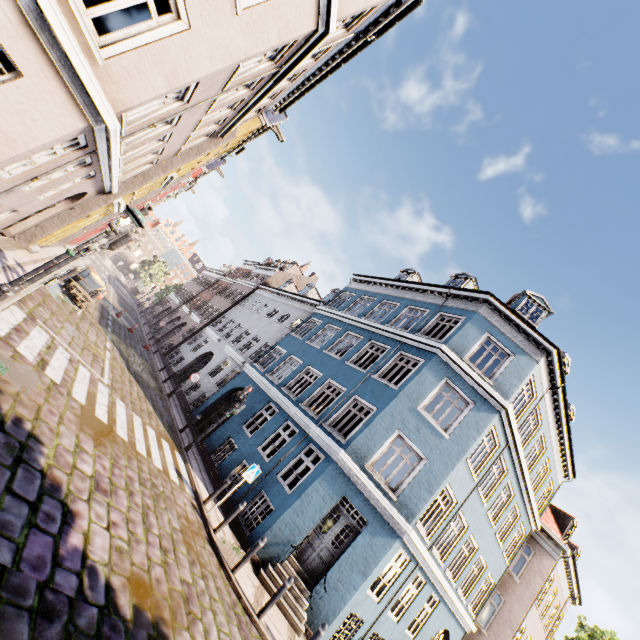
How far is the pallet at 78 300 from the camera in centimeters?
1441cm

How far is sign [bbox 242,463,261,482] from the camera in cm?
1026

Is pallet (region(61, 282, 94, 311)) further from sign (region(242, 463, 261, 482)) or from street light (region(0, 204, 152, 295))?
sign (region(242, 463, 261, 482))

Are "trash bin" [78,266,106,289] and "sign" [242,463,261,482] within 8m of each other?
no

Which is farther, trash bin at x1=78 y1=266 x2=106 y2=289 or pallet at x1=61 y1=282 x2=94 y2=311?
trash bin at x1=78 y1=266 x2=106 y2=289

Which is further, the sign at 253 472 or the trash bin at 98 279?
the trash bin at 98 279

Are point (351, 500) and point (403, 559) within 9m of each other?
yes

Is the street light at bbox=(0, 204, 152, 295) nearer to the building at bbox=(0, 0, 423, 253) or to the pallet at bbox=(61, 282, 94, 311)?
the building at bbox=(0, 0, 423, 253)
